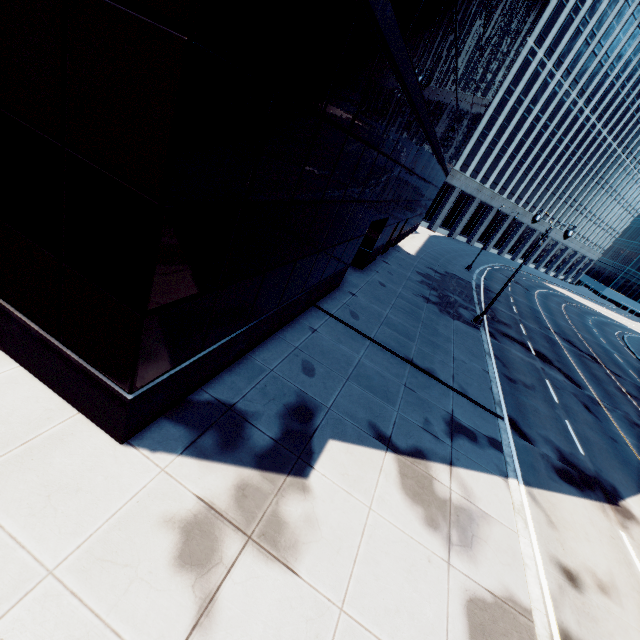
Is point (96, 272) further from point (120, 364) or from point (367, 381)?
point (367, 381)
